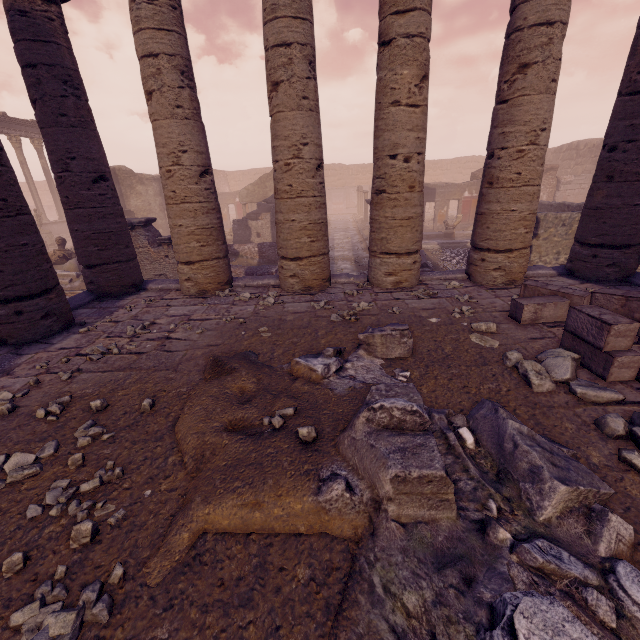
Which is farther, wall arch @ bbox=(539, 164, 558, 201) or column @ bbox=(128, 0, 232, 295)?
wall arch @ bbox=(539, 164, 558, 201)

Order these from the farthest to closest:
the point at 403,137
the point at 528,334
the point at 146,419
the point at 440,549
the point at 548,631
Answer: the point at 403,137 < the point at 528,334 < the point at 146,419 < the point at 440,549 < the point at 548,631

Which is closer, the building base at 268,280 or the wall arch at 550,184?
the building base at 268,280

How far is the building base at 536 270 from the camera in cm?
670

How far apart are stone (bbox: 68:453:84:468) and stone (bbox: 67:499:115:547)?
0.12m

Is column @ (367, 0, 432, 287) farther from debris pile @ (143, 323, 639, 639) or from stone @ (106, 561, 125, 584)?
stone @ (106, 561, 125, 584)

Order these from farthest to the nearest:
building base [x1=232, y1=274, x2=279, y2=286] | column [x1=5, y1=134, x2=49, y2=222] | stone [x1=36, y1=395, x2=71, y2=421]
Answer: column [x1=5, y1=134, x2=49, y2=222], building base [x1=232, y1=274, x2=279, y2=286], stone [x1=36, y1=395, x2=71, y2=421]

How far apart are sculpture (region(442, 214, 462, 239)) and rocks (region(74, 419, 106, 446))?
17.0 meters
